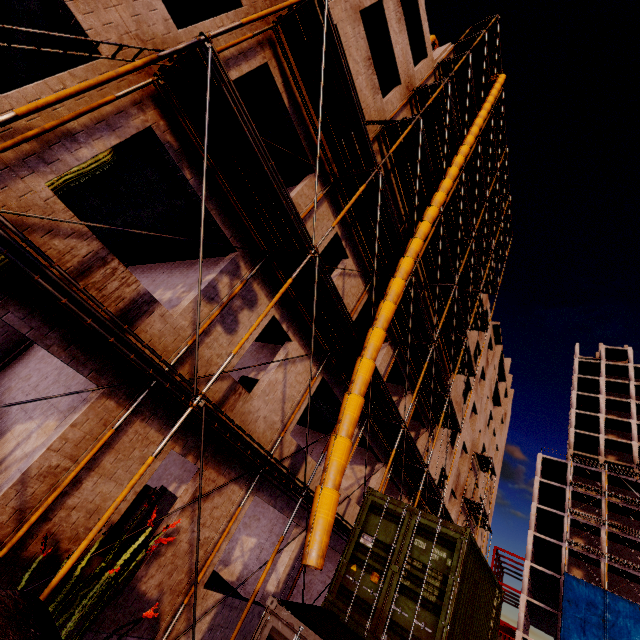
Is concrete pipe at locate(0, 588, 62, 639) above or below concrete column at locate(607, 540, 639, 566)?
below

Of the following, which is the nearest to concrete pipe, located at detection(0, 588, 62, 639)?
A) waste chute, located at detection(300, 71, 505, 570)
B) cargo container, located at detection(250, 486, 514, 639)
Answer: cargo container, located at detection(250, 486, 514, 639)

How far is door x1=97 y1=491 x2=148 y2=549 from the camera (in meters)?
6.48

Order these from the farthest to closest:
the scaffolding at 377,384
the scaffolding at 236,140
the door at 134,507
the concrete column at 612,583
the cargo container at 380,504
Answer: the concrete column at 612,583 < the scaffolding at 377,384 < the door at 134,507 < the cargo container at 380,504 < the scaffolding at 236,140

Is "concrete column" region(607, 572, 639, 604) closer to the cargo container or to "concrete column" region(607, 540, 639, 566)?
"concrete column" region(607, 540, 639, 566)

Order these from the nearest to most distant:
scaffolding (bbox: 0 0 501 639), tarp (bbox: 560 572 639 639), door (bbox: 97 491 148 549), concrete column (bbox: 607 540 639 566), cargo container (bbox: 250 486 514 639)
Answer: scaffolding (bbox: 0 0 501 639) < cargo container (bbox: 250 486 514 639) < door (bbox: 97 491 148 549) < tarp (bbox: 560 572 639 639) < concrete column (bbox: 607 540 639 566)

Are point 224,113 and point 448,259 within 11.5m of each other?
no

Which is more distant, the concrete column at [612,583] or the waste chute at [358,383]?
the concrete column at [612,583]
